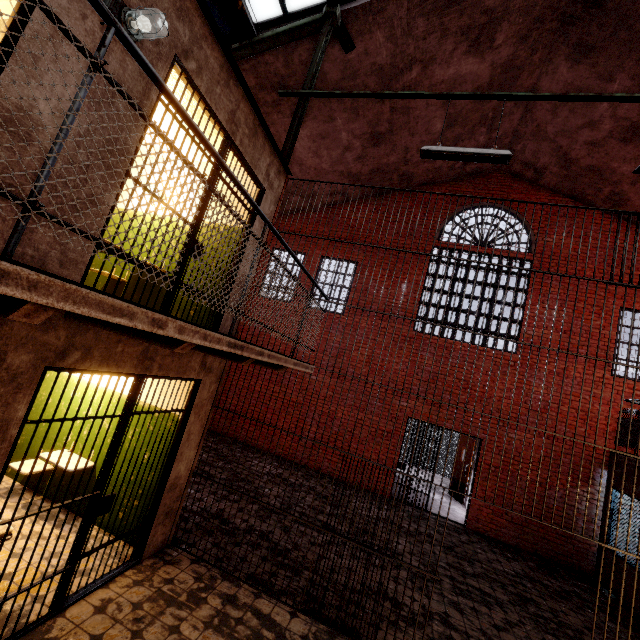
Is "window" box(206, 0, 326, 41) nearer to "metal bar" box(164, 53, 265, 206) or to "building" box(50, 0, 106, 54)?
"building" box(50, 0, 106, 54)

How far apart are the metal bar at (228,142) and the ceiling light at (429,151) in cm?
234

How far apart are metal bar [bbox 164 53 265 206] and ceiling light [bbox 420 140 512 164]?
2.3m

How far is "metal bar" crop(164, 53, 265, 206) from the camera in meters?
3.1 m

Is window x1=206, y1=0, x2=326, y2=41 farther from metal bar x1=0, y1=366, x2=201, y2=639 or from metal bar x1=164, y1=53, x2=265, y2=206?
metal bar x1=0, y1=366, x2=201, y2=639

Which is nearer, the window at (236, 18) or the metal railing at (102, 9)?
the metal railing at (102, 9)

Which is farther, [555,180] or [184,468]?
[555,180]

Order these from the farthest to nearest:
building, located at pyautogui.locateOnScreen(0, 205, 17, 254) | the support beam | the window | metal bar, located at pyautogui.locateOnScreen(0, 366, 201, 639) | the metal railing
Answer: the window → the support beam → metal bar, located at pyautogui.locateOnScreen(0, 366, 201, 639) → building, located at pyautogui.locateOnScreen(0, 205, 17, 254) → the metal railing
